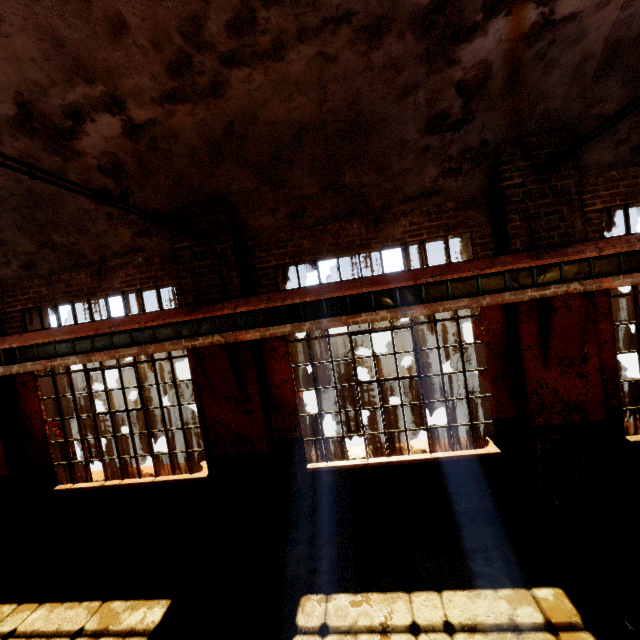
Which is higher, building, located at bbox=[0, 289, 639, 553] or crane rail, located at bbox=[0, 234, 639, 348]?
crane rail, located at bbox=[0, 234, 639, 348]

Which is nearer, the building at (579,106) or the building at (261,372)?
the building at (579,106)

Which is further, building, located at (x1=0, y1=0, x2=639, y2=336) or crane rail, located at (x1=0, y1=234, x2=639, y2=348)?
crane rail, located at (x1=0, y1=234, x2=639, y2=348)

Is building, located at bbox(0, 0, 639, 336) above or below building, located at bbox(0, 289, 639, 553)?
above

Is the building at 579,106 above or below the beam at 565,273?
above

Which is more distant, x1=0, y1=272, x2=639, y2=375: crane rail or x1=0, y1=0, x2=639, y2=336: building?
x1=0, y1=272, x2=639, y2=375: crane rail

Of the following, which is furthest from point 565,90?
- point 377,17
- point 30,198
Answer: point 30,198
